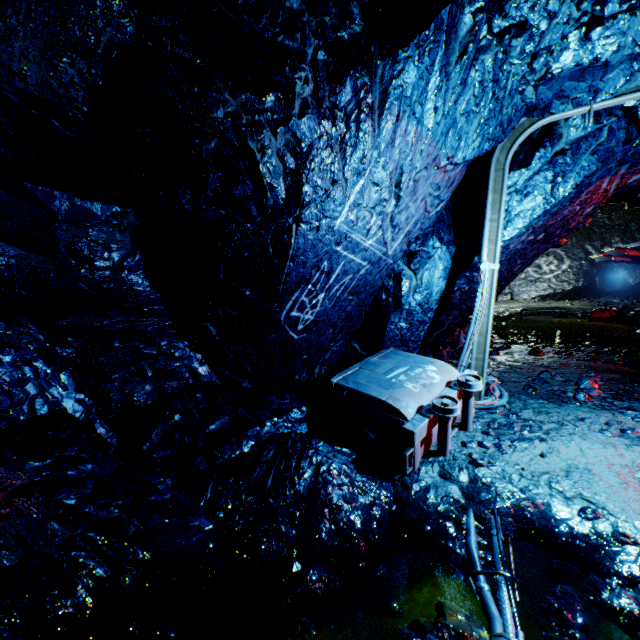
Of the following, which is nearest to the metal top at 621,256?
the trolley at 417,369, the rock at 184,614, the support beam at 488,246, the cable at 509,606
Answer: the rock at 184,614

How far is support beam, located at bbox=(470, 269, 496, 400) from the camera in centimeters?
427cm

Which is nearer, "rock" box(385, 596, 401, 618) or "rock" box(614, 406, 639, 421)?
"rock" box(385, 596, 401, 618)

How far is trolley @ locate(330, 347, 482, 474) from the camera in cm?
315

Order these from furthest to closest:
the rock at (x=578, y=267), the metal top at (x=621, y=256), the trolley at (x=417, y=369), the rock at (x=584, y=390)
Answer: the metal top at (x=621, y=256) → the rock at (x=584, y=390) → the rock at (x=578, y=267) → the trolley at (x=417, y=369)

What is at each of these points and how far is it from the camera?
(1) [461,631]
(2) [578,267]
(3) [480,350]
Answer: (1) rock, 1.79m
(2) rock, 16.61m
(3) support beam, 4.45m

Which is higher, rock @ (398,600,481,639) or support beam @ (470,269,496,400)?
support beam @ (470,269,496,400)

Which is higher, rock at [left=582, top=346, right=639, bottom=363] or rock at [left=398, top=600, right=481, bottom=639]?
rock at [left=582, top=346, right=639, bottom=363]
